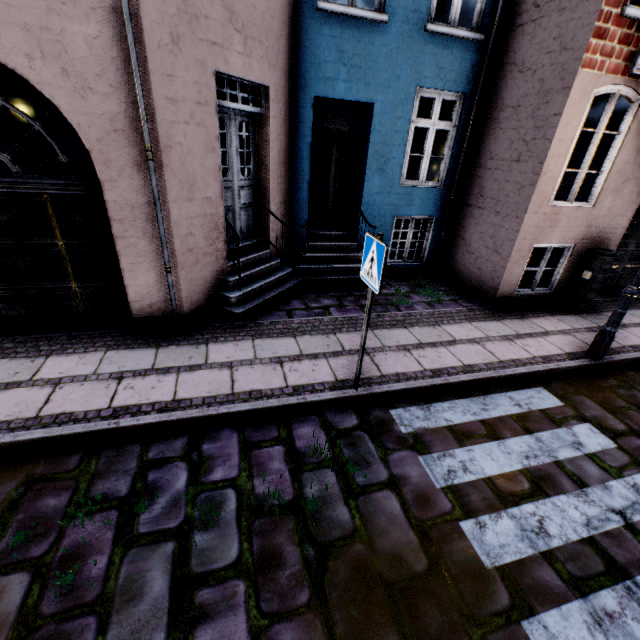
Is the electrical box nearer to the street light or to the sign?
the street light

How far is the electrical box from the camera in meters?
6.4 m

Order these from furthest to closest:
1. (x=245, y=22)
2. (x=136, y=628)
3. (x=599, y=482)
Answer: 1. (x=245, y=22)
2. (x=599, y=482)
3. (x=136, y=628)

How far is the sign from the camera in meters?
3.1 m

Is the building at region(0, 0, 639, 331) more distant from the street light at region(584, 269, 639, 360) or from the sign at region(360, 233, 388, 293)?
the sign at region(360, 233, 388, 293)

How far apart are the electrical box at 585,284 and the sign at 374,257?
5.86m

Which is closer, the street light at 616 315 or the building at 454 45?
the building at 454 45

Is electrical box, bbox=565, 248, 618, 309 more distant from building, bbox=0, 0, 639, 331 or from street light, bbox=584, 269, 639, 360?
street light, bbox=584, 269, 639, 360
